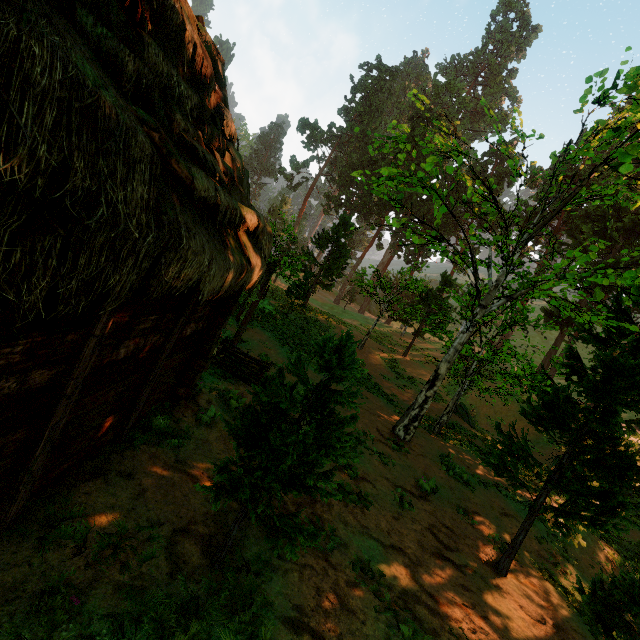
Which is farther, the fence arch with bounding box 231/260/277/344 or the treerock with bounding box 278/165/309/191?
the treerock with bounding box 278/165/309/191

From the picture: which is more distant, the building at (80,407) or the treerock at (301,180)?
the treerock at (301,180)

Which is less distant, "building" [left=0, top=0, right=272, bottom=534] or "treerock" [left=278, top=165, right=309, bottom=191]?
"building" [left=0, top=0, right=272, bottom=534]

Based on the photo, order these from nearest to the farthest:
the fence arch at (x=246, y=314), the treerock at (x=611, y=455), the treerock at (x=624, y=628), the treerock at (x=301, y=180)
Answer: the treerock at (x=611, y=455) → the treerock at (x=624, y=628) → the fence arch at (x=246, y=314) → the treerock at (x=301, y=180)

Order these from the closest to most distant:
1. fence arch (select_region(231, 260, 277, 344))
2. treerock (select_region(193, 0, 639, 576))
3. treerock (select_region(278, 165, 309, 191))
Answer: treerock (select_region(193, 0, 639, 576)) → fence arch (select_region(231, 260, 277, 344)) → treerock (select_region(278, 165, 309, 191))

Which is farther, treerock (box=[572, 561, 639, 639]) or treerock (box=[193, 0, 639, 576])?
treerock (box=[572, 561, 639, 639])

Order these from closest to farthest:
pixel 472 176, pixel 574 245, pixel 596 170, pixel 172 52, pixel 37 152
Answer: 1. pixel 37 152
2. pixel 172 52
3. pixel 596 170
4. pixel 574 245
5. pixel 472 176

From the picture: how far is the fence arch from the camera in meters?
12.1
